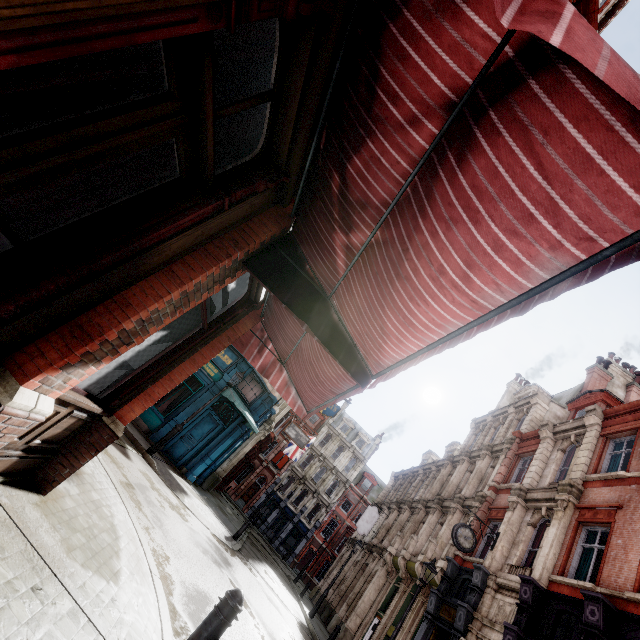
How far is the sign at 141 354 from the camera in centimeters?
356cm

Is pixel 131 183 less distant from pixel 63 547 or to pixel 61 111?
pixel 63 547

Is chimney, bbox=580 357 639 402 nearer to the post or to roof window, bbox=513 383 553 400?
roof window, bbox=513 383 553 400

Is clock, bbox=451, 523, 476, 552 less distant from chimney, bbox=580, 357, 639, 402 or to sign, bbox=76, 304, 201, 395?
chimney, bbox=580, 357, 639, 402

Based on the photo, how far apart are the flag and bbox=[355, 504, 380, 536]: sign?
7.5 meters

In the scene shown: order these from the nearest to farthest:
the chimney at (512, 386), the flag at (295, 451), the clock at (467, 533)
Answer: the clock at (467, 533), the chimney at (512, 386), the flag at (295, 451)

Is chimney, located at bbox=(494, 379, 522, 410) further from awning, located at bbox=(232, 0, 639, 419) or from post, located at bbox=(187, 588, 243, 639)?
post, located at bbox=(187, 588, 243, 639)

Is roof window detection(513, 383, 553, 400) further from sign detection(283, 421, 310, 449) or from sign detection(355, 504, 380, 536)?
sign detection(283, 421, 310, 449)
